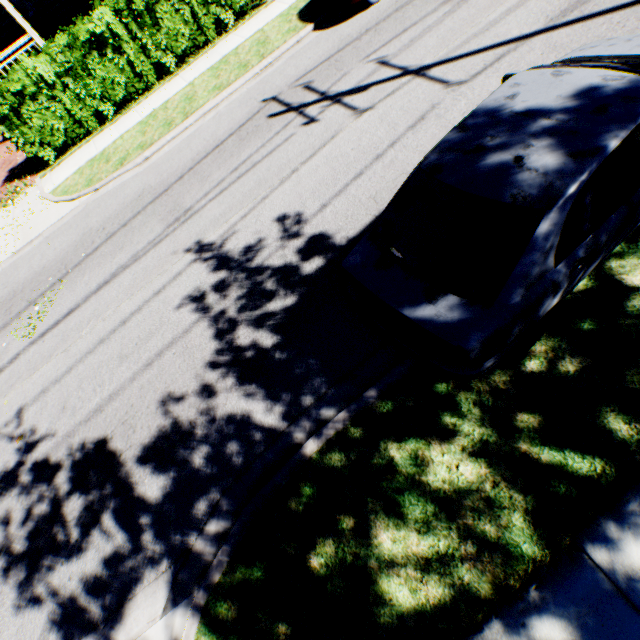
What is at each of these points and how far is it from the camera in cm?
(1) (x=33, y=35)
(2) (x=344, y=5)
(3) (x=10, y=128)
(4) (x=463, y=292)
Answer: (1) house, 1151
(2) car, 815
(3) hedge, 945
(4) car, 270

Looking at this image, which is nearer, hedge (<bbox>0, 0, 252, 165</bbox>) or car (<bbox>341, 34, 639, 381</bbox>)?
car (<bbox>341, 34, 639, 381</bbox>)

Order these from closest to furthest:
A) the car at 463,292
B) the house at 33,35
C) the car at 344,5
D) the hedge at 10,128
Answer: the car at 463,292, the car at 344,5, the hedge at 10,128, the house at 33,35

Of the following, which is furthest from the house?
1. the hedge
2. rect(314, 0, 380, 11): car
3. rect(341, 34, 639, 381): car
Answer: rect(341, 34, 639, 381): car

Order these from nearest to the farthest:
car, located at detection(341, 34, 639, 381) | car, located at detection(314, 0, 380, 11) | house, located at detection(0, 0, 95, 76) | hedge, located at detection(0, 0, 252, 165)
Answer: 1. car, located at detection(341, 34, 639, 381)
2. car, located at detection(314, 0, 380, 11)
3. hedge, located at detection(0, 0, 252, 165)
4. house, located at detection(0, 0, 95, 76)

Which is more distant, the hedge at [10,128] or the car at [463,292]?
the hedge at [10,128]

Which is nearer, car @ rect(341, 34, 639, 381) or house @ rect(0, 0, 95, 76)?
car @ rect(341, 34, 639, 381)
